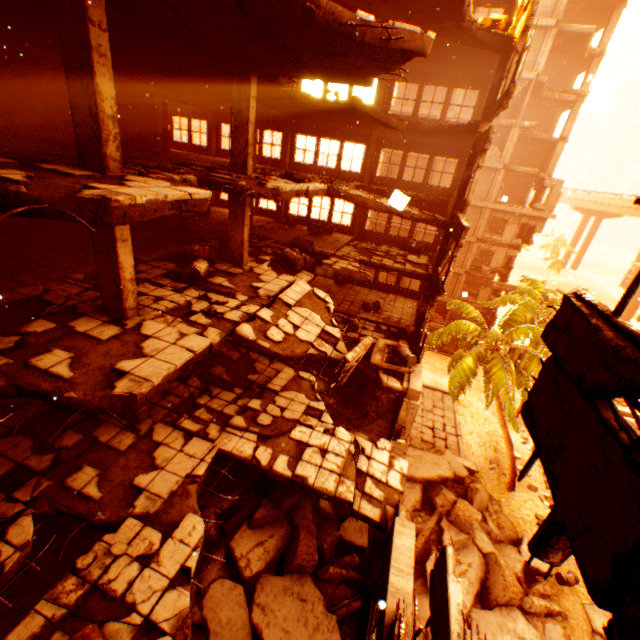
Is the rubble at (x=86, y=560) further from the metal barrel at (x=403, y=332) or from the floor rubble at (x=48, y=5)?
the metal barrel at (x=403, y=332)

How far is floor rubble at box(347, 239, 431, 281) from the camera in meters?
14.8 m

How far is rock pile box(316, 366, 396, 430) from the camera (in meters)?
13.70

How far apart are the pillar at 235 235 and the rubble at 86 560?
8.45m

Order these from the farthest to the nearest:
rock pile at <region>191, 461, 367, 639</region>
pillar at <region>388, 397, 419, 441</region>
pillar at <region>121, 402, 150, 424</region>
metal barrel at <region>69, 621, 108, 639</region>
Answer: pillar at <region>388, 397, 419, 441</region> → pillar at <region>121, 402, 150, 424</region> → rock pile at <region>191, 461, 367, 639</region> → metal barrel at <region>69, 621, 108, 639</region>

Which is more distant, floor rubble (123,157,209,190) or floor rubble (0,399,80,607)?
floor rubble (123,157,209,190)

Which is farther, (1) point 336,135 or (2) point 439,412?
(2) point 439,412

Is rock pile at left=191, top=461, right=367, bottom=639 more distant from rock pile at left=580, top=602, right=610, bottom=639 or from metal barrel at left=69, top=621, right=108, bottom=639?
rock pile at left=580, top=602, right=610, bottom=639
